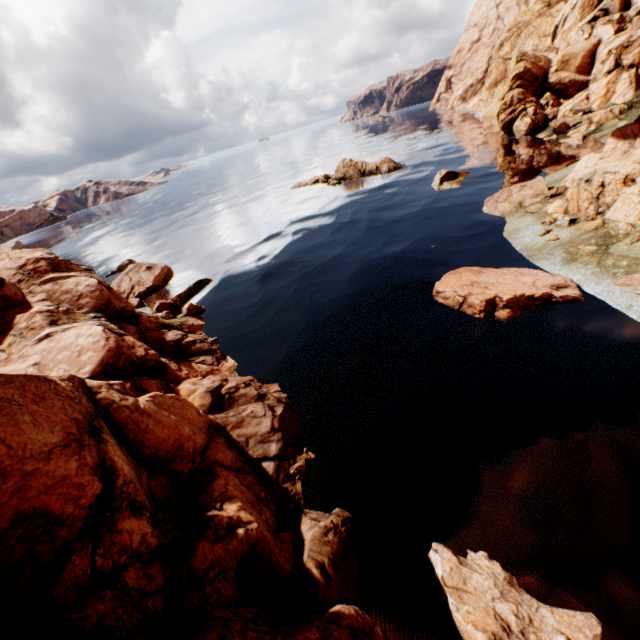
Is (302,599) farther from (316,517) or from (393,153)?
(393,153)

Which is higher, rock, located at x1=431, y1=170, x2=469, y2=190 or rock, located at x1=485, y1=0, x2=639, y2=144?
rock, located at x1=485, y1=0, x2=639, y2=144

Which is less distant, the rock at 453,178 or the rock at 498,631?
the rock at 498,631

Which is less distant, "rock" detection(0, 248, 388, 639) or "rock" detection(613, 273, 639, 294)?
"rock" detection(0, 248, 388, 639)

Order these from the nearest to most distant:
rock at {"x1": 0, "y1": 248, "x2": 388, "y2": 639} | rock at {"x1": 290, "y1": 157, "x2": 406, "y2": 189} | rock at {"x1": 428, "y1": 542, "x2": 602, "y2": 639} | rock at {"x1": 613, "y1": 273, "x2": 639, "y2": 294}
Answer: rock at {"x1": 0, "y1": 248, "x2": 388, "y2": 639}
rock at {"x1": 428, "y1": 542, "x2": 602, "y2": 639}
rock at {"x1": 613, "y1": 273, "x2": 639, "y2": 294}
rock at {"x1": 290, "y1": 157, "x2": 406, "y2": 189}
